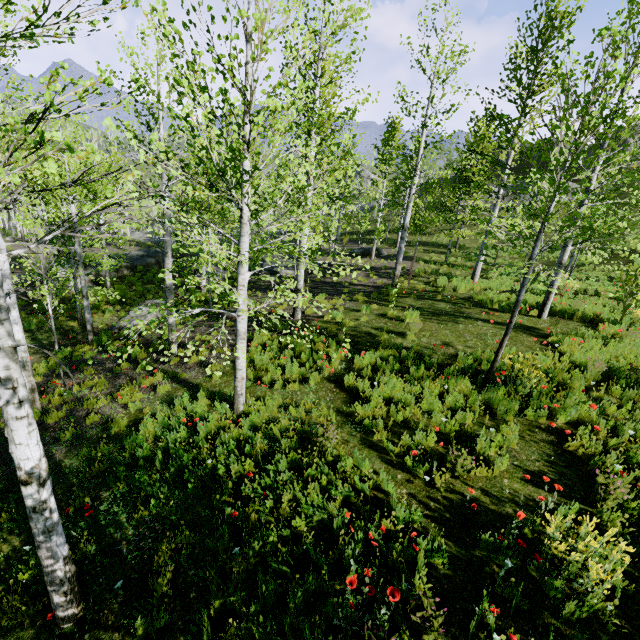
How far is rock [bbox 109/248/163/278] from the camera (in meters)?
24.47

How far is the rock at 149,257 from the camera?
24.5m

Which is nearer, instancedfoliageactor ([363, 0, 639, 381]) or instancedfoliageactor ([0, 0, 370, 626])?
instancedfoliageactor ([0, 0, 370, 626])

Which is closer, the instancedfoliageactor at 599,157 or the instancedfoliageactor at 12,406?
the instancedfoliageactor at 12,406

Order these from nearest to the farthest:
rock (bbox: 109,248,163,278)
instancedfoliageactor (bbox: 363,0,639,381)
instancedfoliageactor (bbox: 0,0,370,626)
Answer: instancedfoliageactor (bbox: 0,0,370,626) < instancedfoliageactor (bbox: 363,0,639,381) < rock (bbox: 109,248,163,278)

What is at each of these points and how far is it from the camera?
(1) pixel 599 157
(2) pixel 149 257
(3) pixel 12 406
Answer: (1) instancedfoliageactor, 9.2 meters
(2) rock, 26.7 meters
(3) instancedfoliageactor, 2.7 meters

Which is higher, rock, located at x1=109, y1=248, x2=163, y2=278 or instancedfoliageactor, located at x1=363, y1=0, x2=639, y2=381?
instancedfoliageactor, located at x1=363, y1=0, x2=639, y2=381

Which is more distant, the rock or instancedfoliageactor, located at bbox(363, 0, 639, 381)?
the rock
